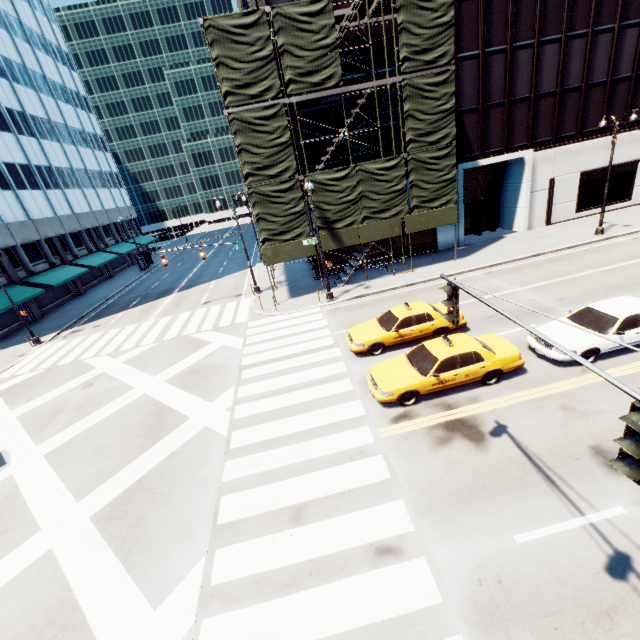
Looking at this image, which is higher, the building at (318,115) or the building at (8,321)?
the building at (318,115)

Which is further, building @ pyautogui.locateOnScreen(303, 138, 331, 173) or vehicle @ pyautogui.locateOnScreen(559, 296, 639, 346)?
building @ pyautogui.locateOnScreen(303, 138, 331, 173)

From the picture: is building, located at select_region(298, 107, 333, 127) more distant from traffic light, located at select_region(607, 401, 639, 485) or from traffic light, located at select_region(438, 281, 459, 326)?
traffic light, located at select_region(607, 401, 639, 485)

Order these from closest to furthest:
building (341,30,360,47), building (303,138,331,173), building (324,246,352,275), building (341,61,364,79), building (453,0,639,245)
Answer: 1. building (341,30,360,47)
2. building (341,61,364,79)
3. building (453,0,639,245)
4. building (303,138,331,173)
5. building (324,246,352,275)

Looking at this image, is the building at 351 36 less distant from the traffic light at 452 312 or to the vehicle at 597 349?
the vehicle at 597 349

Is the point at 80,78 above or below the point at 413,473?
above

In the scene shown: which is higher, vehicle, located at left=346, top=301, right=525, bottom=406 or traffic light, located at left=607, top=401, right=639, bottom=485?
traffic light, located at left=607, top=401, right=639, bottom=485

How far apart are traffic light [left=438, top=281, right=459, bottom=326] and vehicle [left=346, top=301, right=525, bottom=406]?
4.4 meters
